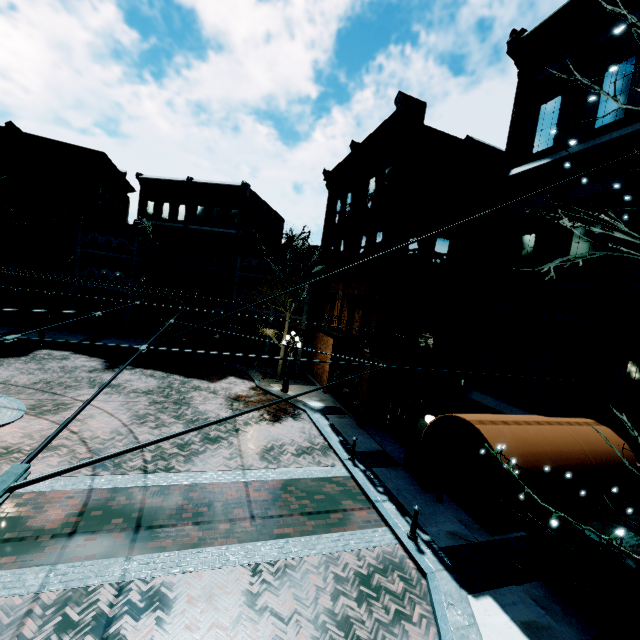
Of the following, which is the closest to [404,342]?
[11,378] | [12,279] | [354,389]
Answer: [354,389]

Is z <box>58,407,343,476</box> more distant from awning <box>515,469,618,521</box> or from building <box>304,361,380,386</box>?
awning <box>515,469,618,521</box>

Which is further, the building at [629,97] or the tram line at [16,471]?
the building at [629,97]

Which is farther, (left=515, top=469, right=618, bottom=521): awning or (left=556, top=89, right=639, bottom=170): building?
(left=556, top=89, right=639, bottom=170): building

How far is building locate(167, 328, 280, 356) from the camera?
25.86m

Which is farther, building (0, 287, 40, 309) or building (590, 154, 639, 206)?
building (0, 287, 40, 309)

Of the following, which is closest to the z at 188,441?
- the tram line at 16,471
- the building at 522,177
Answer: the building at 522,177

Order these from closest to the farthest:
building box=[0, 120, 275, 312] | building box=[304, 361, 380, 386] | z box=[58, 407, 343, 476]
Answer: z box=[58, 407, 343, 476], building box=[304, 361, 380, 386], building box=[0, 120, 275, 312]
